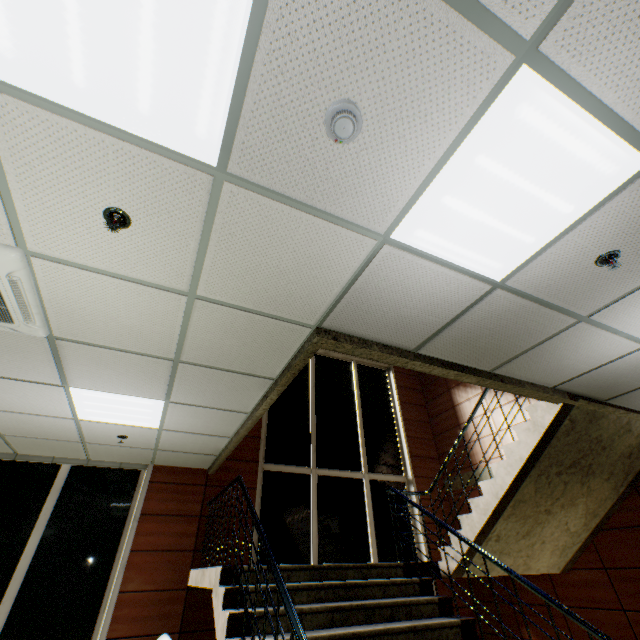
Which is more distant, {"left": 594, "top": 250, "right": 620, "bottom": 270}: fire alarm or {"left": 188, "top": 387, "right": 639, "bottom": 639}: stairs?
{"left": 188, "top": 387, "right": 639, "bottom": 639}: stairs

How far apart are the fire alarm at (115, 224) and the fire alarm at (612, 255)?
3.0 meters

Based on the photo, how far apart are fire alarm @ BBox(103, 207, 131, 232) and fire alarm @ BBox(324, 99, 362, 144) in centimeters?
121cm

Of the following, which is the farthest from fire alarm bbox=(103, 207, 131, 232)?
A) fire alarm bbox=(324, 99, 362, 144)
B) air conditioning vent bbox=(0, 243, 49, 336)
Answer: fire alarm bbox=(324, 99, 362, 144)

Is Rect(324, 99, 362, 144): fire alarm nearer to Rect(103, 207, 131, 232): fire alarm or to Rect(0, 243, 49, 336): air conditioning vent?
Rect(103, 207, 131, 232): fire alarm

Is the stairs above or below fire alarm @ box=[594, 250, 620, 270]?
below

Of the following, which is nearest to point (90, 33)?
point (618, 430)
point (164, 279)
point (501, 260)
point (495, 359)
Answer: point (164, 279)

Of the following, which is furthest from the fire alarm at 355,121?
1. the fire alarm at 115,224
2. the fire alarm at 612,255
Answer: the fire alarm at 612,255
